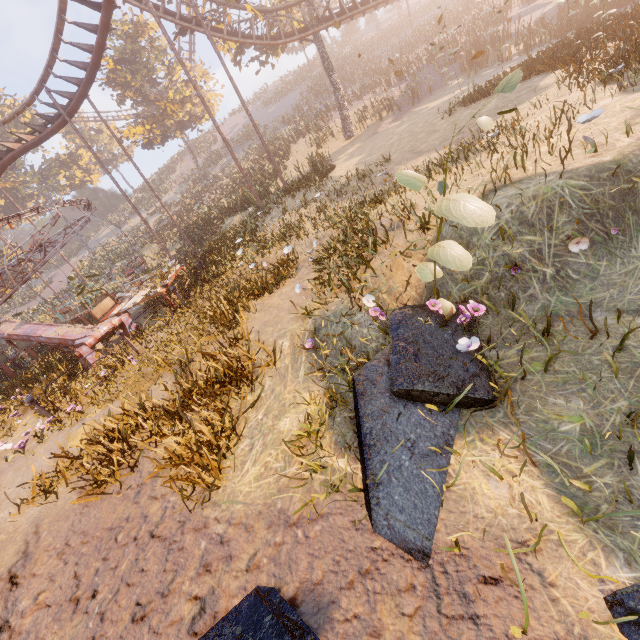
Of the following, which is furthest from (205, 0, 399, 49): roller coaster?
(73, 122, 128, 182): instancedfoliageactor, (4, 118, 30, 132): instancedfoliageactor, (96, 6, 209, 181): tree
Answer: (4, 118, 30, 132): instancedfoliageactor

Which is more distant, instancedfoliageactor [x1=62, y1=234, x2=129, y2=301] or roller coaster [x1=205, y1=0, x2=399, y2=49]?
roller coaster [x1=205, y1=0, x2=399, y2=49]

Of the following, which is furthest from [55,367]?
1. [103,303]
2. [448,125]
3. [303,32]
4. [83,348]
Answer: [303,32]

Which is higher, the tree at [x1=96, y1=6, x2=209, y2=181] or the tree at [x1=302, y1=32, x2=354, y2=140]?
the tree at [x1=96, y1=6, x2=209, y2=181]

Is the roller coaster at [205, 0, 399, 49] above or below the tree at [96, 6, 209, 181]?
below

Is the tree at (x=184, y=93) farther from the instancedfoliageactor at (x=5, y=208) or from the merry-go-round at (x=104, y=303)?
the instancedfoliageactor at (x=5, y=208)

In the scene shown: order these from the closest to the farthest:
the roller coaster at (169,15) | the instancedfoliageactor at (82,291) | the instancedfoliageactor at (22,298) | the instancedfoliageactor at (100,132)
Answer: the instancedfoliageactor at (82,291)
the roller coaster at (169,15)
the instancedfoliageactor at (22,298)
the instancedfoliageactor at (100,132)

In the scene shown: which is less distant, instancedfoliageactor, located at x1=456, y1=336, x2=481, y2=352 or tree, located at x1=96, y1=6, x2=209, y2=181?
instancedfoliageactor, located at x1=456, y1=336, x2=481, y2=352
